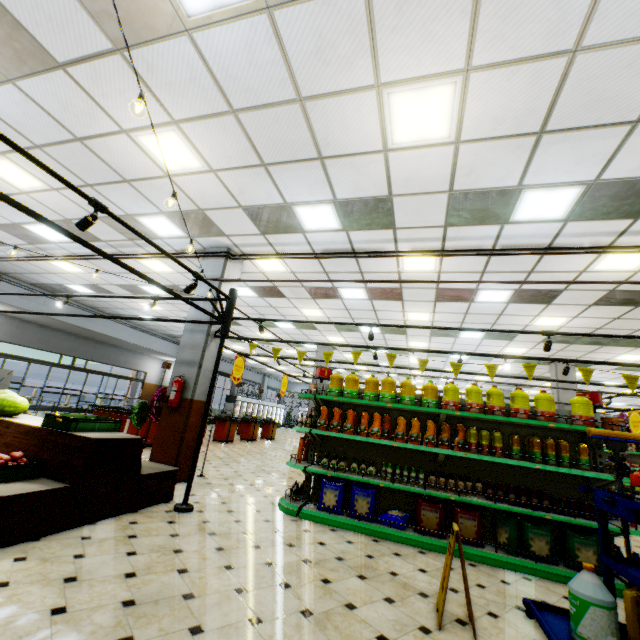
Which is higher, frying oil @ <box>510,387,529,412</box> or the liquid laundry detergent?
frying oil @ <box>510,387,529,412</box>

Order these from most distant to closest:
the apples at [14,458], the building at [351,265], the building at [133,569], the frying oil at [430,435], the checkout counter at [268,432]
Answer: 1. the checkout counter at [268,432]
2. the building at [351,265]
3. the frying oil at [430,435]
4. the apples at [14,458]
5. the building at [133,569]

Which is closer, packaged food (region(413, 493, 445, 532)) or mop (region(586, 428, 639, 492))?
mop (region(586, 428, 639, 492))

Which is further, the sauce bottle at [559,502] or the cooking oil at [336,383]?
the cooking oil at [336,383]

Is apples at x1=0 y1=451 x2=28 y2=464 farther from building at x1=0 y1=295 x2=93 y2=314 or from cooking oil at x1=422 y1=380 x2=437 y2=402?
cooking oil at x1=422 y1=380 x2=437 y2=402

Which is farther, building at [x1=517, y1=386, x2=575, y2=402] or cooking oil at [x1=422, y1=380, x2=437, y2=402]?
building at [x1=517, y1=386, x2=575, y2=402]

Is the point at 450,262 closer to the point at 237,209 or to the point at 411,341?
the point at 237,209

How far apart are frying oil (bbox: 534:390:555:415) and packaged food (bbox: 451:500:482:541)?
1.6m
